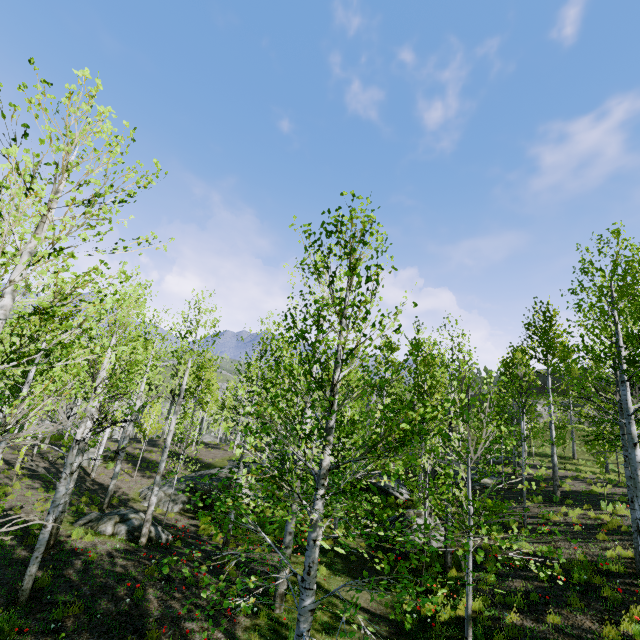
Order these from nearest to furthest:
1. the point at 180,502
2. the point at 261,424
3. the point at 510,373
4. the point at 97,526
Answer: the point at 261,424
the point at 97,526
the point at 180,502
the point at 510,373

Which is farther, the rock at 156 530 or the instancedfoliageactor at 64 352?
the rock at 156 530

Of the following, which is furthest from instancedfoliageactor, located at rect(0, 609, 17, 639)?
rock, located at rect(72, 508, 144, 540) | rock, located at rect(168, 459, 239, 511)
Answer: rock, located at rect(72, 508, 144, 540)

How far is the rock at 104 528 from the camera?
11.54m

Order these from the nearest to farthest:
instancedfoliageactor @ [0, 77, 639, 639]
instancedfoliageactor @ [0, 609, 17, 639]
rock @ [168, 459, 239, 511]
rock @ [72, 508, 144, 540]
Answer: instancedfoliageactor @ [0, 77, 639, 639] → instancedfoliageactor @ [0, 609, 17, 639] → rock @ [72, 508, 144, 540] → rock @ [168, 459, 239, 511]

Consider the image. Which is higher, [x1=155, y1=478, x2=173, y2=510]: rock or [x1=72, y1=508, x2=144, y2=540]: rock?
[x1=72, y1=508, x2=144, y2=540]: rock

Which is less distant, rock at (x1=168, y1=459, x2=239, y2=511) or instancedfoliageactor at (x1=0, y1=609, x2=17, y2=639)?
instancedfoliageactor at (x1=0, y1=609, x2=17, y2=639)

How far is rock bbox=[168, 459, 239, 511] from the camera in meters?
17.3 m
